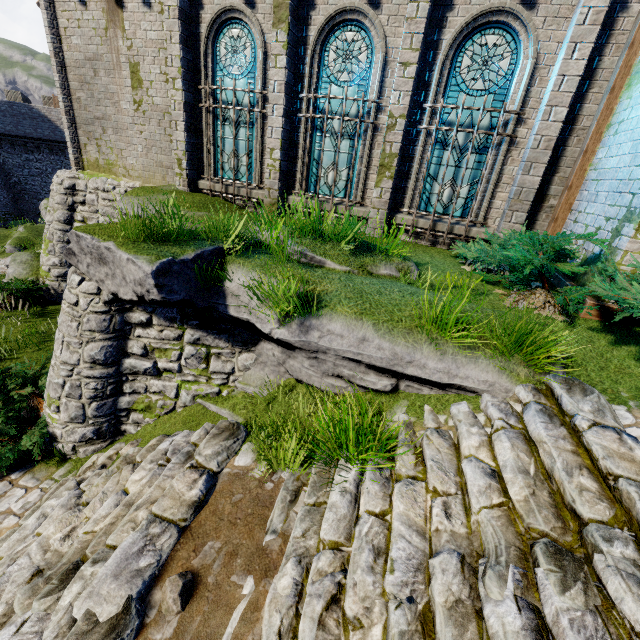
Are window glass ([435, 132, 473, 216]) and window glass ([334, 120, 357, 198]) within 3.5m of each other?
yes

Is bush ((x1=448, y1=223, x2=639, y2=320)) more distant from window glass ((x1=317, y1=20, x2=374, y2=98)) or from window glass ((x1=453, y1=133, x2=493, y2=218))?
window glass ((x1=317, y1=20, x2=374, y2=98))

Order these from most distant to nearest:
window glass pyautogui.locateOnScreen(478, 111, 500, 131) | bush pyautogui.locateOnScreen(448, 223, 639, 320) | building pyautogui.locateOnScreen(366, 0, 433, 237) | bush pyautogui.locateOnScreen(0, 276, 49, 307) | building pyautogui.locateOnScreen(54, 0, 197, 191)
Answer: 1. bush pyautogui.locateOnScreen(0, 276, 49, 307)
2. building pyautogui.locateOnScreen(54, 0, 197, 191)
3. window glass pyautogui.locateOnScreen(478, 111, 500, 131)
4. building pyautogui.locateOnScreen(366, 0, 433, 237)
5. bush pyautogui.locateOnScreen(448, 223, 639, 320)

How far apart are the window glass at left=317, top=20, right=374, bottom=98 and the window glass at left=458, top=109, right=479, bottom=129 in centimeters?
151cm

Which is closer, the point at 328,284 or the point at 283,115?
the point at 328,284

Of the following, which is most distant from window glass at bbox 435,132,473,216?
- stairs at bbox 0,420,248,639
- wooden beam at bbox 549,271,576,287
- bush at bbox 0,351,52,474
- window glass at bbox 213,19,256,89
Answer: bush at bbox 0,351,52,474

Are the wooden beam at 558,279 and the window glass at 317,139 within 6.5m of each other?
yes

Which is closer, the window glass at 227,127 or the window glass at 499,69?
the window glass at 499,69
